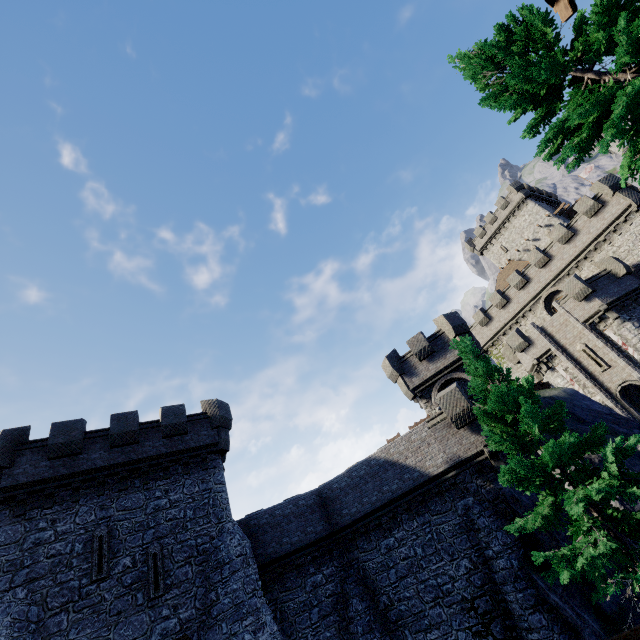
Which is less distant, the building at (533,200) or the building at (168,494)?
the building at (168,494)

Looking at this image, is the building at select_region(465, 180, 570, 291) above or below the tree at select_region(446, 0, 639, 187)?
above

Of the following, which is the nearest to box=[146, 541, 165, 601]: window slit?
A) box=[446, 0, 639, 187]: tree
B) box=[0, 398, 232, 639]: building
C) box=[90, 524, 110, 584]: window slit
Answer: box=[0, 398, 232, 639]: building

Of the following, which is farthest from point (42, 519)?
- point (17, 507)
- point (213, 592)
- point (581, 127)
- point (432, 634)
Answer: point (581, 127)

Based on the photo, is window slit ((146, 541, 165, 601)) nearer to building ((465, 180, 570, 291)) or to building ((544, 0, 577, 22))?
building ((544, 0, 577, 22))

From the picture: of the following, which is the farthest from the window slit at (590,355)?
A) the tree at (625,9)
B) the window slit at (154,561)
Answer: the window slit at (154,561)

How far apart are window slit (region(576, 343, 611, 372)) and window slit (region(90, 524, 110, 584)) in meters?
35.5 m

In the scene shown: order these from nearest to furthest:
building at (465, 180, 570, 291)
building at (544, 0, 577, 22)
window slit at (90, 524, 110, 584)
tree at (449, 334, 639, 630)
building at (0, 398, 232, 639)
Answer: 1. building at (544, 0, 577, 22)
2. tree at (449, 334, 639, 630)
3. building at (0, 398, 232, 639)
4. window slit at (90, 524, 110, 584)
5. building at (465, 180, 570, 291)
